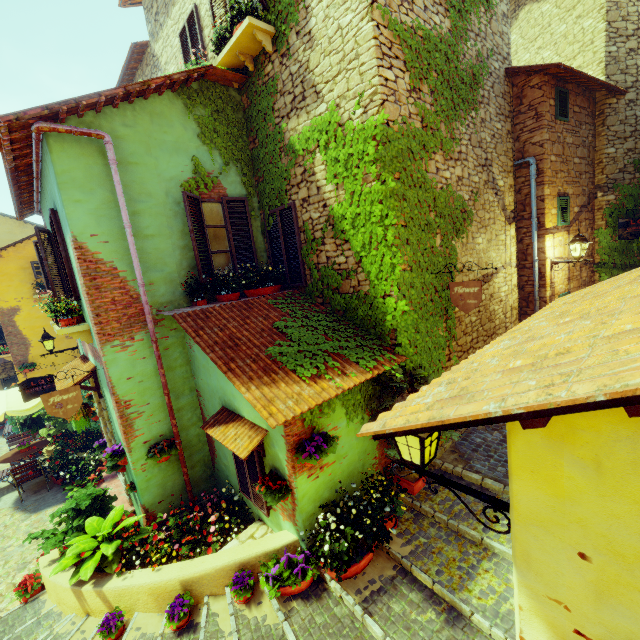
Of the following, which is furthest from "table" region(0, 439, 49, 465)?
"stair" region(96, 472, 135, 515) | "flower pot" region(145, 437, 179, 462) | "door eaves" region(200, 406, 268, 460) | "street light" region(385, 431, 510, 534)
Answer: "street light" region(385, 431, 510, 534)

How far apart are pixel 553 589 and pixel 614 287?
2.5 meters

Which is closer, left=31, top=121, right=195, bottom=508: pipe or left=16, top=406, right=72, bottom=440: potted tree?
left=31, top=121, right=195, bottom=508: pipe

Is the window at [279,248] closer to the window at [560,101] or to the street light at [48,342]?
the street light at [48,342]

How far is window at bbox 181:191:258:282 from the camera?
6.05m

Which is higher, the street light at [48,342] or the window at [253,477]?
the street light at [48,342]

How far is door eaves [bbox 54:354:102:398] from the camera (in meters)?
6.54

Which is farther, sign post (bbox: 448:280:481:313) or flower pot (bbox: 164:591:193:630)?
sign post (bbox: 448:280:481:313)
